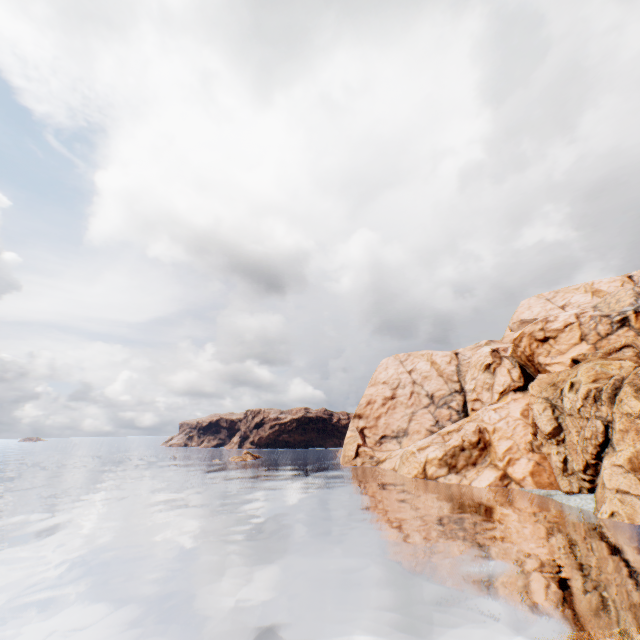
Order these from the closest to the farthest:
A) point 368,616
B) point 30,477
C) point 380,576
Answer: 1. point 368,616
2. point 380,576
3. point 30,477
